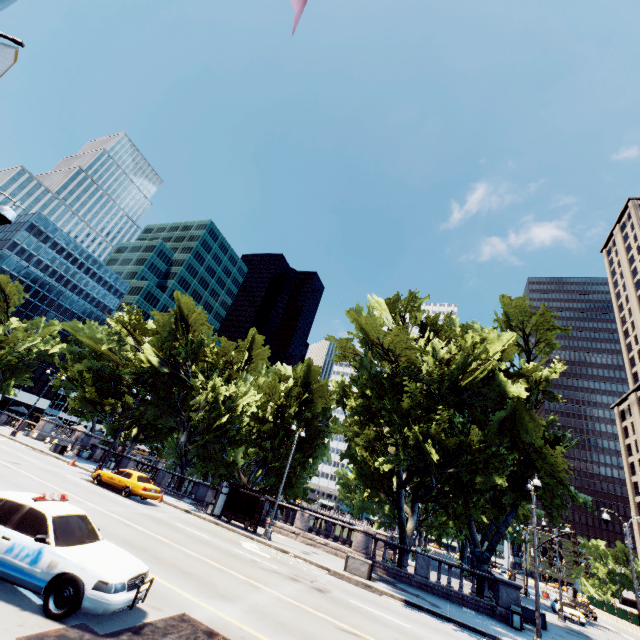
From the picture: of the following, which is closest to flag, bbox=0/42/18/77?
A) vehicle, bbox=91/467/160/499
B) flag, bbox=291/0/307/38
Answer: flag, bbox=291/0/307/38

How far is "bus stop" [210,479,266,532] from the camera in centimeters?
2234cm

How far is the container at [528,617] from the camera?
21.0m

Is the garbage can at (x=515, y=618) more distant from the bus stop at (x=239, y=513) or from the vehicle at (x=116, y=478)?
the vehicle at (x=116, y=478)

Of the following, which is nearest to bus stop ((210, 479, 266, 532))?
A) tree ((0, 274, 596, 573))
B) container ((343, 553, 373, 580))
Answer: tree ((0, 274, 596, 573))

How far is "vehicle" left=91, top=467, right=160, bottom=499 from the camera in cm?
2072

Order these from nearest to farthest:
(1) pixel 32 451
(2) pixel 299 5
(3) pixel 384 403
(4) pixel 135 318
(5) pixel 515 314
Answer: (2) pixel 299 5 → (3) pixel 384 403 → (1) pixel 32 451 → (5) pixel 515 314 → (4) pixel 135 318

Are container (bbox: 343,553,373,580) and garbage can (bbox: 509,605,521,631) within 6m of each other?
no
